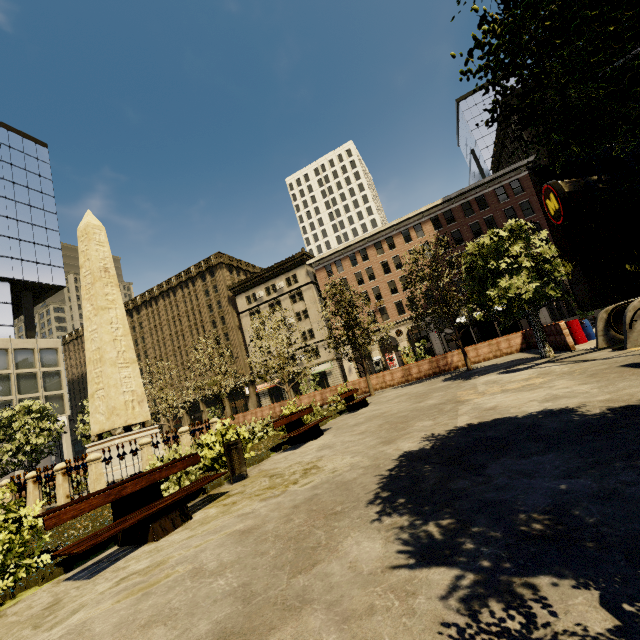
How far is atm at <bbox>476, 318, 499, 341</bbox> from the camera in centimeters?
2147cm

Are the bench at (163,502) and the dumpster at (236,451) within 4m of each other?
yes

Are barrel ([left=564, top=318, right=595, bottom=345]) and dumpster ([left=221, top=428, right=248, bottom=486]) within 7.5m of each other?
no

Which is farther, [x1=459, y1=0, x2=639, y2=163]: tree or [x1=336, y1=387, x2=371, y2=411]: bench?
[x1=336, y1=387, x2=371, y2=411]: bench

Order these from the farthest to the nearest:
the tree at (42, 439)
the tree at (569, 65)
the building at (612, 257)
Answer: the building at (612, 257)
the tree at (42, 439)
the tree at (569, 65)

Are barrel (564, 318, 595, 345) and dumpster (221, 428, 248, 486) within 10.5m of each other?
no

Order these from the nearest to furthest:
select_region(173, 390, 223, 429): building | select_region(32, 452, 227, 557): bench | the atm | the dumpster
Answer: select_region(32, 452, 227, 557): bench, the dumpster, the atm, select_region(173, 390, 223, 429): building

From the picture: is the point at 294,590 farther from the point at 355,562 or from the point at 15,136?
the point at 15,136
